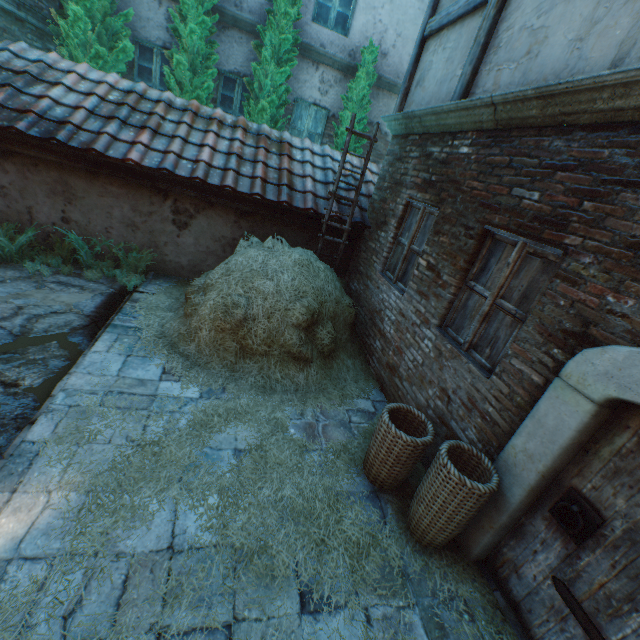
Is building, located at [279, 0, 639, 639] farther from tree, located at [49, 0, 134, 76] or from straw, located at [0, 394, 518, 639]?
tree, located at [49, 0, 134, 76]

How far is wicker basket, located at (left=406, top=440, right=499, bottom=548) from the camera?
2.5m

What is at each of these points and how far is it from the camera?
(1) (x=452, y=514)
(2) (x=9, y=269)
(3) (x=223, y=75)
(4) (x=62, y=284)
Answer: (1) wicker basket, 2.6m
(2) ground stones, 5.2m
(3) building, 8.4m
(4) ground stones, 5.2m

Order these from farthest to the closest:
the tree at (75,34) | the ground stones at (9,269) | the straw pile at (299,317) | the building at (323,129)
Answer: the tree at (75,34)
the ground stones at (9,269)
the straw pile at (299,317)
the building at (323,129)

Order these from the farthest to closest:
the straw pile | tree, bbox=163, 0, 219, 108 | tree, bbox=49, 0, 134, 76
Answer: tree, bbox=163, 0, 219, 108 → tree, bbox=49, 0, 134, 76 → the straw pile

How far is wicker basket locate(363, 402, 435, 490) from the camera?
3.0m

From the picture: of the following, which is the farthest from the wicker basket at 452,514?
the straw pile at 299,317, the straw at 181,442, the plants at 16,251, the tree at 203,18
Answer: the tree at 203,18

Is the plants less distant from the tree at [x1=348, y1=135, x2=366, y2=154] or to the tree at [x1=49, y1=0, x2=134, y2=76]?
the tree at [x1=49, y1=0, x2=134, y2=76]
